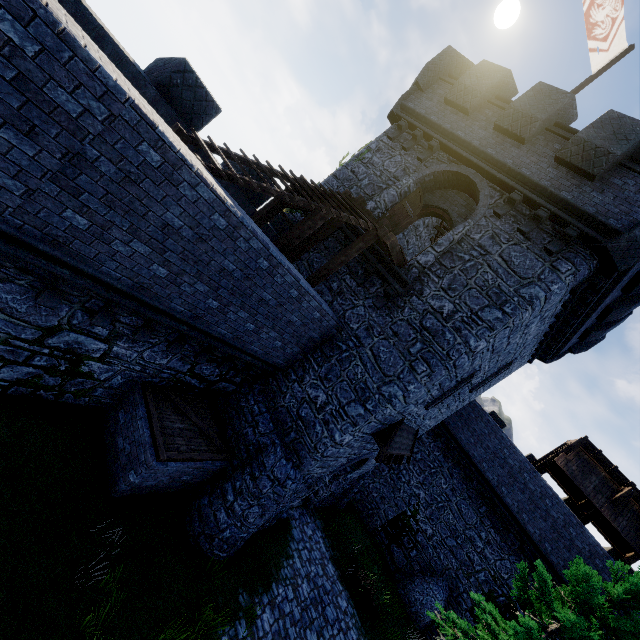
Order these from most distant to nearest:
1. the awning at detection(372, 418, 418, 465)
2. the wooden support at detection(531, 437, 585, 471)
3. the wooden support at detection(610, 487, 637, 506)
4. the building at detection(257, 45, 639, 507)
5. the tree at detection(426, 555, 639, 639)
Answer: the wooden support at detection(531, 437, 585, 471) < the wooden support at detection(610, 487, 637, 506) < the awning at detection(372, 418, 418, 465) < the tree at detection(426, 555, 639, 639) < the building at detection(257, 45, 639, 507)

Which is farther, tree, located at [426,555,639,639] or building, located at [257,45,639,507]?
tree, located at [426,555,639,639]

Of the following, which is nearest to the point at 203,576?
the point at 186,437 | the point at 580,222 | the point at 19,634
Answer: the point at 186,437

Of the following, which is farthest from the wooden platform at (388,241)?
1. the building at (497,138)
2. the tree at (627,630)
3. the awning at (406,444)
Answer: the tree at (627,630)

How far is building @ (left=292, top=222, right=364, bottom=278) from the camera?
12.1m

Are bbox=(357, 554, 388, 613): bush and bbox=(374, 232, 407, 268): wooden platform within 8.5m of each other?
no

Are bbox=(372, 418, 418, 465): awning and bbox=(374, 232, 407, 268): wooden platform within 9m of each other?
yes

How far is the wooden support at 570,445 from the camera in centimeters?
1873cm
